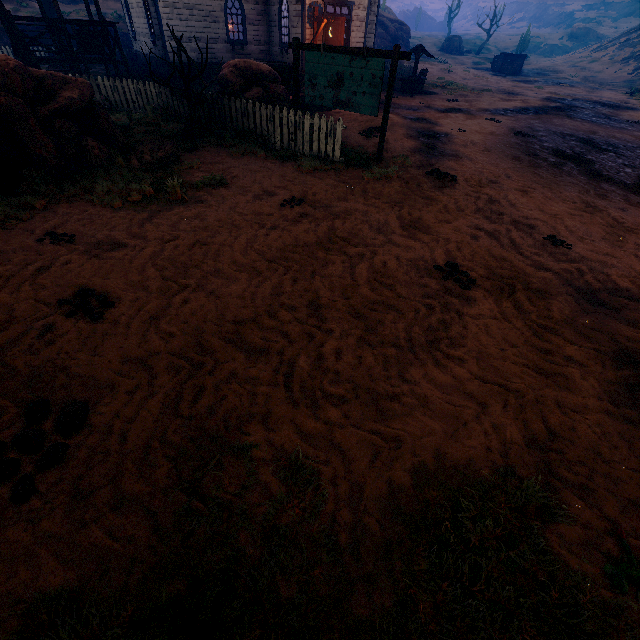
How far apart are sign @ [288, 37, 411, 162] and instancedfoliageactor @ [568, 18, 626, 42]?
78.14m

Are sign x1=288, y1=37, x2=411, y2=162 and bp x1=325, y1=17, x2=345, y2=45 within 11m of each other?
yes

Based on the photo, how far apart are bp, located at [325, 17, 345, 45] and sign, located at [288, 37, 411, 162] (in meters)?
9.90

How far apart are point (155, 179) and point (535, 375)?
7.62m

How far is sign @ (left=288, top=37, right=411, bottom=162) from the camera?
7.41m

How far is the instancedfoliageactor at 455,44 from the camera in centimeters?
4728cm

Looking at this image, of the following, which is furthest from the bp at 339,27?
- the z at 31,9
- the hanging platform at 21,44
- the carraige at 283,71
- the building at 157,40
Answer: the hanging platform at 21,44

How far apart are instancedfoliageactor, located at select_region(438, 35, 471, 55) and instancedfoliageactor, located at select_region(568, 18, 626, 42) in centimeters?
2577cm
